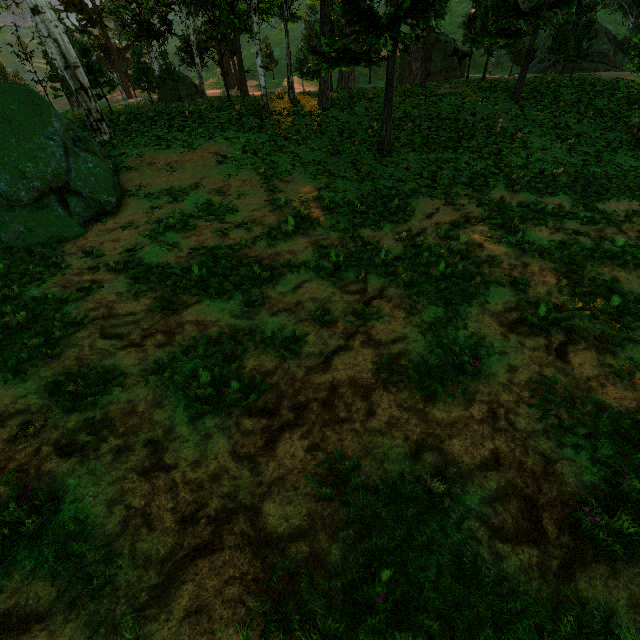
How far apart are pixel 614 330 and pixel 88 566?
10.16m
